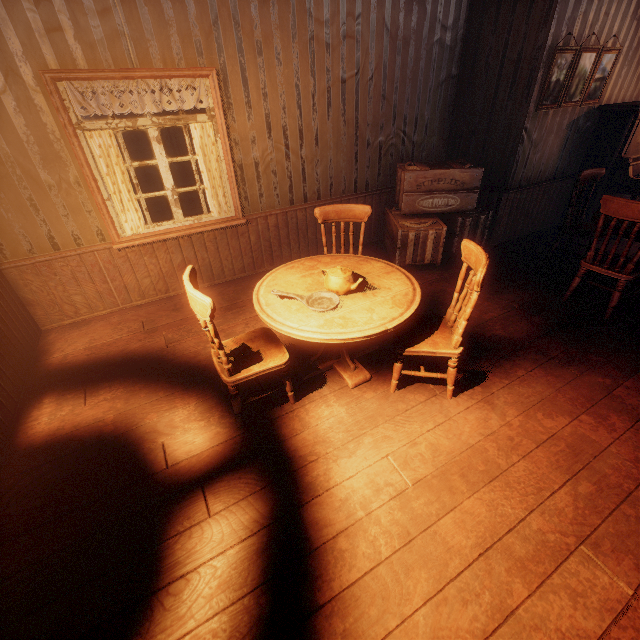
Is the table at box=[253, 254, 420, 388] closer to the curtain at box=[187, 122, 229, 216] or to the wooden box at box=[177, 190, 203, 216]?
the curtain at box=[187, 122, 229, 216]

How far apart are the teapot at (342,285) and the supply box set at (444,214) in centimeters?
207cm

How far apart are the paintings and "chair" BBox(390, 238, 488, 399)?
3.4m

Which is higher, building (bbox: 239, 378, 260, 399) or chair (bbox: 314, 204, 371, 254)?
chair (bbox: 314, 204, 371, 254)

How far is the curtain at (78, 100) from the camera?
3.0m

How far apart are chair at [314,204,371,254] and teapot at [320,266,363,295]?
0.60m

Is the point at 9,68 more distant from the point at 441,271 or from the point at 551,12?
the point at 551,12

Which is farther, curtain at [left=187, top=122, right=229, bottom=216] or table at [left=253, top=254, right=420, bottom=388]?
curtain at [left=187, top=122, right=229, bottom=216]
